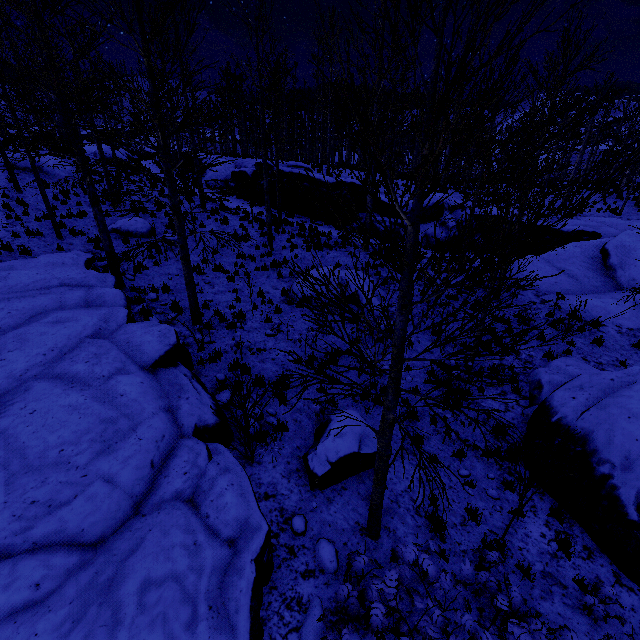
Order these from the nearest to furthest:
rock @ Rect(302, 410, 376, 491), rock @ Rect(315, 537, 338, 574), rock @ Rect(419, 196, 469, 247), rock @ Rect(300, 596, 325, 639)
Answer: rock @ Rect(300, 596, 325, 639) → rock @ Rect(315, 537, 338, 574) → rock @ Rect(302, 410, 376, 491) → rock @ Rect(419, 196, 469, 247)

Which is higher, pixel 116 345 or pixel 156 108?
pixel 156 108

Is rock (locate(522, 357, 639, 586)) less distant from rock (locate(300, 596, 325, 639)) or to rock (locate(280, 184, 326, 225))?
rock (locate(300, 596, 325, 639))

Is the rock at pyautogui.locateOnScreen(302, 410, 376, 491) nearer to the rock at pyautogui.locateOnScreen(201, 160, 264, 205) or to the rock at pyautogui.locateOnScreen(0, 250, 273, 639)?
the rock at pyautogui.locateOnScreen(0, 250, 273, 639)

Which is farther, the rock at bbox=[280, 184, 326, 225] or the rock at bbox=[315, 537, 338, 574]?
→ the rock at bbox=[280, 184, 326, 225]

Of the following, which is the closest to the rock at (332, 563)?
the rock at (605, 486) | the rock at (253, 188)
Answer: the rock at (605, 486)

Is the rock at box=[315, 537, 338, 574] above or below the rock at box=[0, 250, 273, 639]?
below

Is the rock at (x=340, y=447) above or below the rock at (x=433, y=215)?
below
